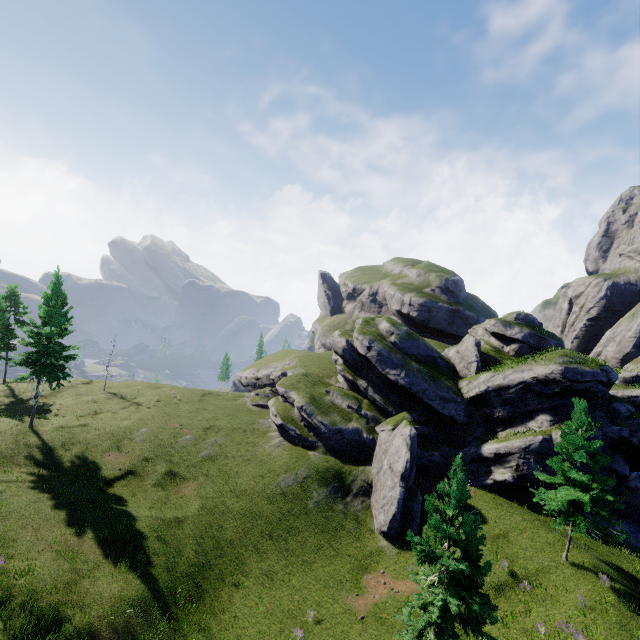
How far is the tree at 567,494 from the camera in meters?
19.7 m

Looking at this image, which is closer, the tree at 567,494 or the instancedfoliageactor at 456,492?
the instancedfoliageactor at 456,492

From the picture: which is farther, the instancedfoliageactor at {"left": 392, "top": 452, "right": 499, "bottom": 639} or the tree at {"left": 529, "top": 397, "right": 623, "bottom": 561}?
the tree at {"left": 529, "top": 397, "right": 623, "bottom": 561}

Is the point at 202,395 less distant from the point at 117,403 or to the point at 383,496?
the point at 117,403

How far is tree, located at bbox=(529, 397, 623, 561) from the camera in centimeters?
1972cm
